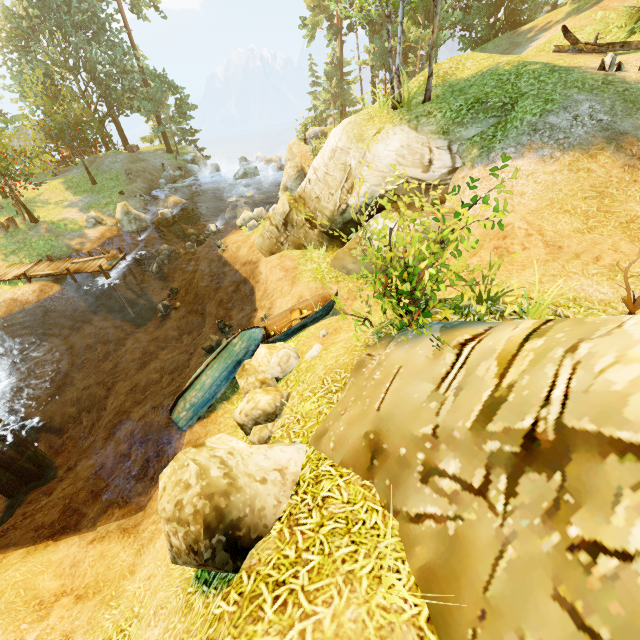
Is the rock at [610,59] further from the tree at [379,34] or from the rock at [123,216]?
the rock at [123,216]

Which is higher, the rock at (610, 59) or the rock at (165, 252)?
the rock at (610, 59)

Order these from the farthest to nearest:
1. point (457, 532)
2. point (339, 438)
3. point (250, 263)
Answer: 1. point (250, 263)
2. point (339, 438)
3. point (457, 532)

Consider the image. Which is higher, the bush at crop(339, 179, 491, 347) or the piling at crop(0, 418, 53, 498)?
the bush at crop(339, 179, 491, 347)

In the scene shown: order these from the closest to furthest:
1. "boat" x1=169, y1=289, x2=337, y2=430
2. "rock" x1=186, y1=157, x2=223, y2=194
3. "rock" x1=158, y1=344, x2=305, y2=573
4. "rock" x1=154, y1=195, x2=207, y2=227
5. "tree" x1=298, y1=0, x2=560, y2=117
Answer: "rock" x1=158, y1=344, x2=305, y2=573 < "boat" x1=169, y1=289, x2=337, y2=430 < "tree" x1=298, y1=0, x2=560, y2=117 < "rock" x1=154, y1=195, x2=207, y2=227 < "rock" x1=186, y1=157, x2=223, y2=194

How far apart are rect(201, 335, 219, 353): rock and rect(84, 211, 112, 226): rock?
16.80m

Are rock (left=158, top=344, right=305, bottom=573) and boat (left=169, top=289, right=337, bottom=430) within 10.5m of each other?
yes

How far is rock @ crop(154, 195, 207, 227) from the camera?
23.7m
